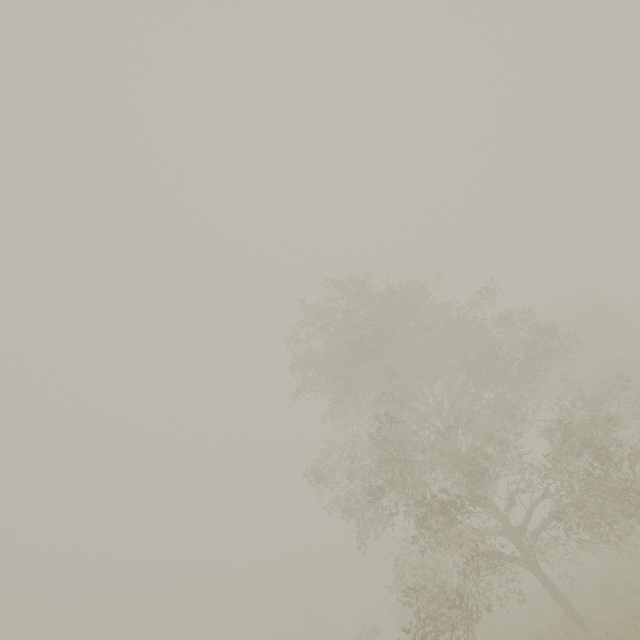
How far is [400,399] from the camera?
14.45m
